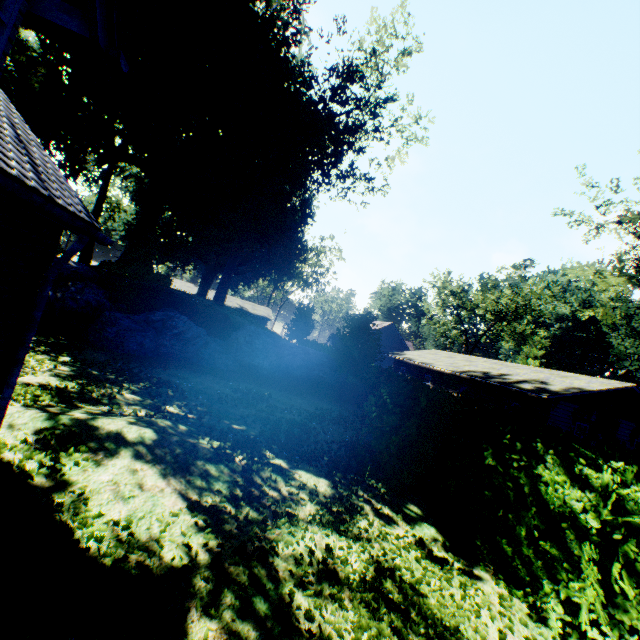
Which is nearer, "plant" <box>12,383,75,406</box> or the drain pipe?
the drain pipe

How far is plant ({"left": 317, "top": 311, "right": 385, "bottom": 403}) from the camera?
17.06m

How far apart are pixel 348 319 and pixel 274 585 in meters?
14.6 m

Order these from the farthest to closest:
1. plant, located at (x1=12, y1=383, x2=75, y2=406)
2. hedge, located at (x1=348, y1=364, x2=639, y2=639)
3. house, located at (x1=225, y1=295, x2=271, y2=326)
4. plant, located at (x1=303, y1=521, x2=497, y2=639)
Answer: house, located at (x1=225, y1=295, x2=271, y2=326) < plant, located at (x1=12, y1=383, x2=75, y2=406) < hedge, located at (x1=348, y1=364, x2=639, y2=639) < plant, located at (x1=303, y1=521, x2=497, y2=639)

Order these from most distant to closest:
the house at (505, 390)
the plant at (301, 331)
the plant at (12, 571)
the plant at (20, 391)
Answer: the plant at (301, 331)
the house at (505, 390)
the plant at (20, 391)
the plant at (12, 571)

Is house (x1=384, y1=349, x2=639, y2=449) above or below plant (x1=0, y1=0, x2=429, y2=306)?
below

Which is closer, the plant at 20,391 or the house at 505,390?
the plant at 20,391
